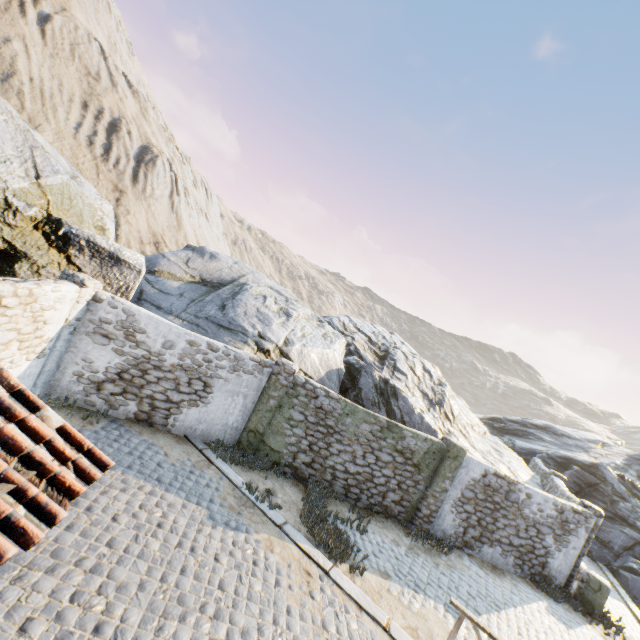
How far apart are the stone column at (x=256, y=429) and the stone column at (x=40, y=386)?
5.0 meters

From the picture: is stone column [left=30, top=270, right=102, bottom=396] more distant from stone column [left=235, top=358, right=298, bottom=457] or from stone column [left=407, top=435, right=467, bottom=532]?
stone column [left=407, top=435, right=467, bottom=532]

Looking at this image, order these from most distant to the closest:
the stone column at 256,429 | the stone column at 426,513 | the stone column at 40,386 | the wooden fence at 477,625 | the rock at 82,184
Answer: the stone column at 426,513
the stone column at 256,429
the rock at 82,184
the stone column at 40,386
the wooden fence at 477,625

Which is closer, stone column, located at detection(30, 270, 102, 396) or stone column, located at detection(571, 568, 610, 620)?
stone column, located at detection(30, 270, 102, 396)

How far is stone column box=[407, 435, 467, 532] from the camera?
10.5m

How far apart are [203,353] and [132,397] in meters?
2.2 m

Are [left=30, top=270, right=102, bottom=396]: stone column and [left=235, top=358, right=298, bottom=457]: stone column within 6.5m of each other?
yes

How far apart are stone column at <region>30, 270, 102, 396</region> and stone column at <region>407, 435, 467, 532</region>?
11.3 meters
